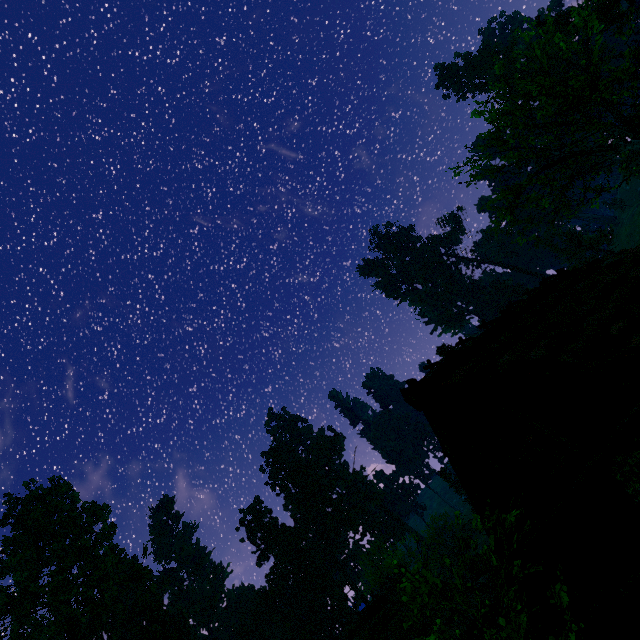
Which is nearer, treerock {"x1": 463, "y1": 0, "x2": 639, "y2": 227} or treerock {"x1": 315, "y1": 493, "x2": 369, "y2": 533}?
treerock {"x1": 463, "y1": 0, "x2": 639, "y2": 227}

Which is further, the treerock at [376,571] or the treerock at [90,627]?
the treerock at [90,627]

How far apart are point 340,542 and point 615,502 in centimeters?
6163cm

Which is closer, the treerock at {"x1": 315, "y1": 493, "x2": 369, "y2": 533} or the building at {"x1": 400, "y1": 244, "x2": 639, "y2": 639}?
the building at {"x1": 400, "y1": 244, "x2": 639, "y2": 639}

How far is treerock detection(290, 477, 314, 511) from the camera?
56.5m

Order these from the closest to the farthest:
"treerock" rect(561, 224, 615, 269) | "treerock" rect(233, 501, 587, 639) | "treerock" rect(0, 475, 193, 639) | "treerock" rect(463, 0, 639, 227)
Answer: "treerock" rect(233, 501, 587, 639) < "treerock" rect(463, 0, 639, 227) < "treerock" rect(0, 475, 193, 639) < "treerock" rect(561, 224, 615, 269)

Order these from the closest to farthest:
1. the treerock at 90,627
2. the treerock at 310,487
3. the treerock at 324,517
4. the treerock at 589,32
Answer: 1. the treerock at 589,32
2. the treerock at 90,627
3. the treerock at 324,517
4. the treerock at 310,487
